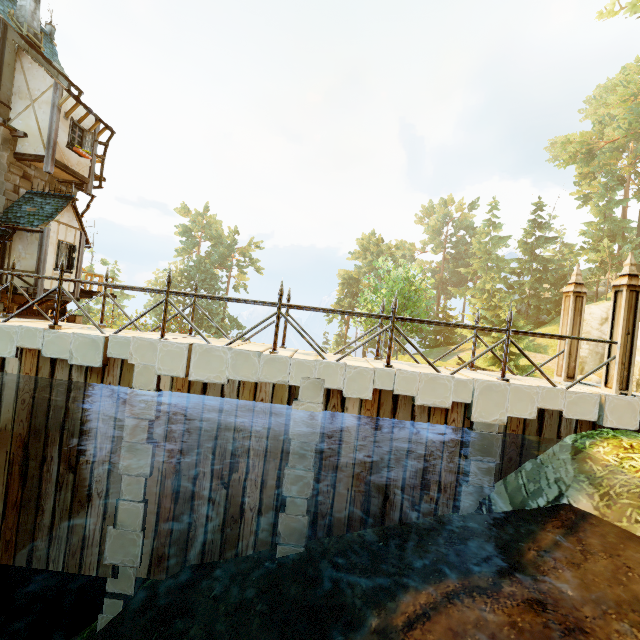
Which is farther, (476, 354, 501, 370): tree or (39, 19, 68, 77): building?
(476, 354, 501, 370): tree

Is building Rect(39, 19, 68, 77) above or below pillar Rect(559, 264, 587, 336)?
above

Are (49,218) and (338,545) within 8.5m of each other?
no

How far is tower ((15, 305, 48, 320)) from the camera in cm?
1447

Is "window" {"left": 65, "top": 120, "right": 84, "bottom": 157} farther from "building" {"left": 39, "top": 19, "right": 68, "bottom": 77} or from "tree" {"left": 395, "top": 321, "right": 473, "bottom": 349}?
"tree" {"left": 395, "top": 321, "right": 473, "bottom": 349}

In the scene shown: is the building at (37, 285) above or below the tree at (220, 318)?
above

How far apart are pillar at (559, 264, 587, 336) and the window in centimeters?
1962cm

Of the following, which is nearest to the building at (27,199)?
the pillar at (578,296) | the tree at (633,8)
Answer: the tree at (633,8)
